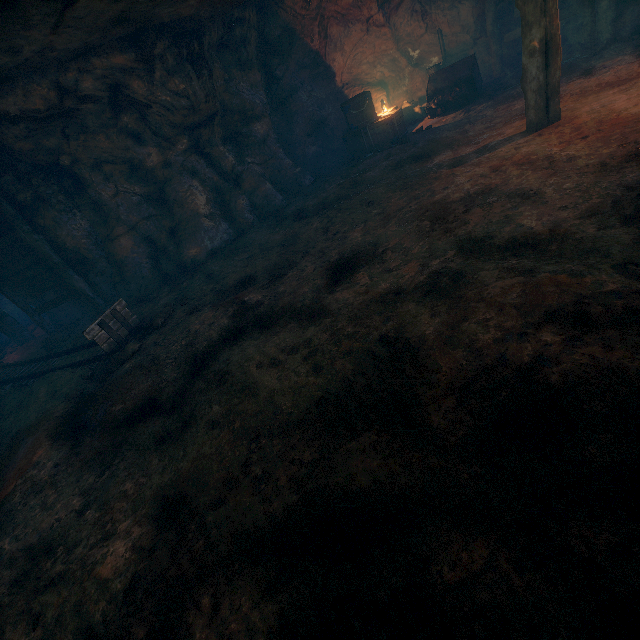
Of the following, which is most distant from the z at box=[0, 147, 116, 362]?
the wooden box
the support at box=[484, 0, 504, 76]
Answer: the support at box=[484, 0, 504, 76]

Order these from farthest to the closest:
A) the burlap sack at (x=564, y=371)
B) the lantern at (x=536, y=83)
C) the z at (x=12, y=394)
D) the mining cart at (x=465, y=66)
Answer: the mining cart at (x=465, y=66)
the z at (x=12, y=394)
the lantern at (x=536, y=83)
the burlap sack at (x=564, y=371)

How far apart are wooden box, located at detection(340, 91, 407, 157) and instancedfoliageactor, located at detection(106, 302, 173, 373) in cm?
879

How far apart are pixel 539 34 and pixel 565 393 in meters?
6.7 m

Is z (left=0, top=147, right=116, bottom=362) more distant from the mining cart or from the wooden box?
the mining cart

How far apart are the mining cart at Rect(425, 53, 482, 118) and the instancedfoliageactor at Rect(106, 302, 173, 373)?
10.4m

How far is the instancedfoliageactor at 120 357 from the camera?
5.96m

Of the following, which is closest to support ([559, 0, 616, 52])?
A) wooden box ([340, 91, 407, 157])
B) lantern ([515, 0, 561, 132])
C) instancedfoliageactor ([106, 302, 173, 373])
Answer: wooden box ([340, 91, 407, 157])
